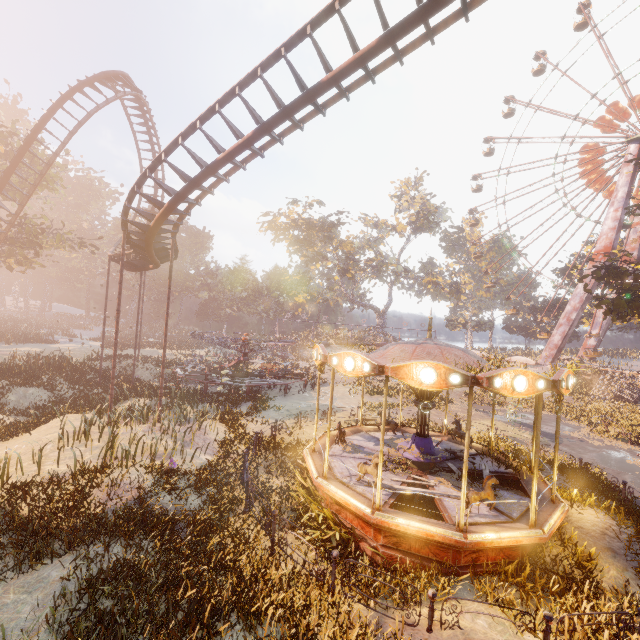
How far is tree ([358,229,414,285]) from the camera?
52.0m

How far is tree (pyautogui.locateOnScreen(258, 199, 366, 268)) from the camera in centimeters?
4941cm

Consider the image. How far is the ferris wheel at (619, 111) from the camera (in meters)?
35.66

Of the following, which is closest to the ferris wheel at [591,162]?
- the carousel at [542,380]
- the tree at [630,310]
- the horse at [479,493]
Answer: the tree at [630,310]

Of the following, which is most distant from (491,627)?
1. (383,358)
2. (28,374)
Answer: (28,374)

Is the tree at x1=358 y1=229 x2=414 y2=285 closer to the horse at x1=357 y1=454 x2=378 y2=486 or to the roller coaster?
the roller coaster

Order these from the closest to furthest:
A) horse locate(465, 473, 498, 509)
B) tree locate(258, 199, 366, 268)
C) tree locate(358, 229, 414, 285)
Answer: horse locate(465, 473, 498, 509) < tree locate(258, 199, 366, 268) < tree locate(358, 229, 414, 285)

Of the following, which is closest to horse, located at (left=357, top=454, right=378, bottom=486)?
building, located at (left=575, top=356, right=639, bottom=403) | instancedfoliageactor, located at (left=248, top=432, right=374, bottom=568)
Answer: instancedfoliageactor, located at (left=248, top=432, right=374, bottom=568)
